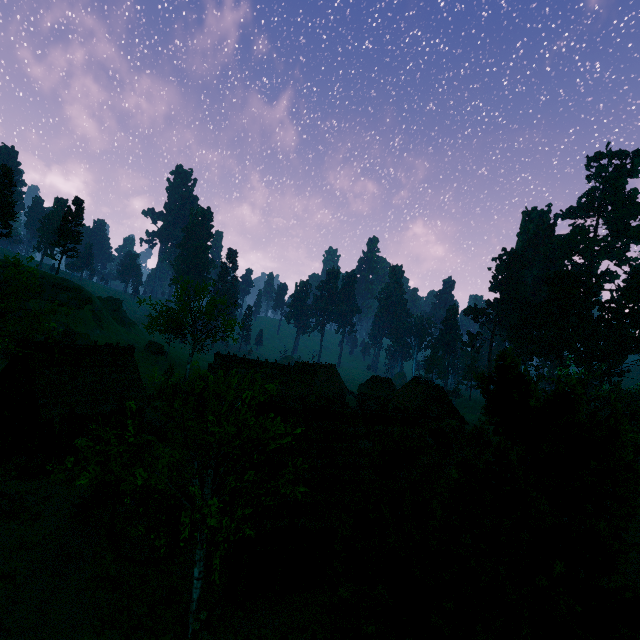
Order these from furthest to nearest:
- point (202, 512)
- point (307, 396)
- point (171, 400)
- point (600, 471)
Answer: point (307, 396), point (171, 400), point (202, 512), point (600, 471)

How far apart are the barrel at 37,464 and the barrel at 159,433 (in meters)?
7.70

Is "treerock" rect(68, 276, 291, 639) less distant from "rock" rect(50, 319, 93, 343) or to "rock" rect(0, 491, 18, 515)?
"rock" rect(50, 319, 93, 343)

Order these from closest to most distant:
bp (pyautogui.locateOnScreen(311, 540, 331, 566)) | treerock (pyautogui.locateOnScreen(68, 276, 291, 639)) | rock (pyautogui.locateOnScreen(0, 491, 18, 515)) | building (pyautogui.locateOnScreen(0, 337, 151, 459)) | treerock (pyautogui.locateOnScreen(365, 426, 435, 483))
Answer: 1. treerock (pyautogui.locateOnScreen(68, 276, 291, 639))
2. treerock (pyautogui.locateOnScreen(365, 426, 435, 483))
3. bp (pyautogui.locateOnScreen(311, 540, 331, 566))
4. rock (pyautogui.locateOnScreen(0, 491, 18, 515))
5. building (pyautogui.locateOnScreen(0, 337, 151, 459))

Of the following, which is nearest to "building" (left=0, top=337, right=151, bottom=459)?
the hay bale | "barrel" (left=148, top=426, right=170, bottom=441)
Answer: "barrel" (left=148, top=426, right=170, bottom=441)

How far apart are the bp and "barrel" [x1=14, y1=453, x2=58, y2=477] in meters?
18.1 m

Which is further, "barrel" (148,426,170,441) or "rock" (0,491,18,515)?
"barrel" (148,426,170,441)

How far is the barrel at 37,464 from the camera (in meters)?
20.36
